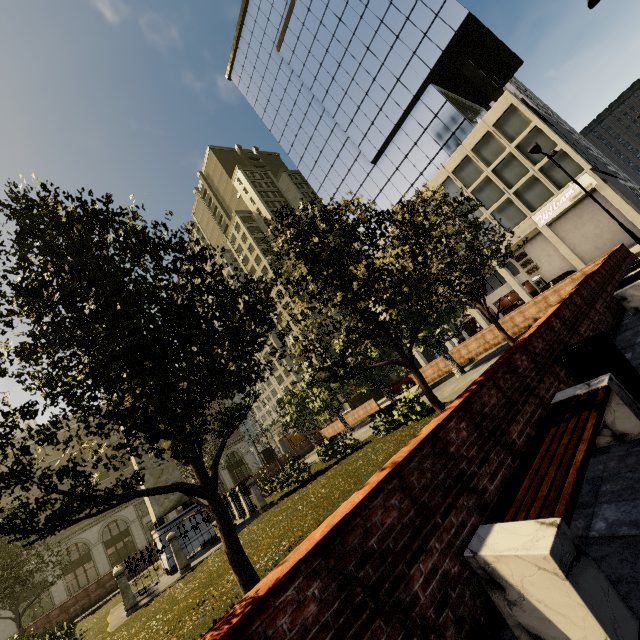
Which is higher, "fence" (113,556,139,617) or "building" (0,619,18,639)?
"building" (0,619,18,639)

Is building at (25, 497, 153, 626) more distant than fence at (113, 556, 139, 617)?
Yes

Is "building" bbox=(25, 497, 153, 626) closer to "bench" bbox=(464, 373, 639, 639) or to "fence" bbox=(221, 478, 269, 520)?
"fence" bbox=(221, 478, 269, 520)

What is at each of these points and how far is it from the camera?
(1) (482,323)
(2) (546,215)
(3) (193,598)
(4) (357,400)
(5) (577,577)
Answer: (1) building, 35.0m
(2) sign, 28.4m
(3) plant, 7.4m
(4) building, 52.0m
(5) bench, 1.7m

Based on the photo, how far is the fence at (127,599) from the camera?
10.16m

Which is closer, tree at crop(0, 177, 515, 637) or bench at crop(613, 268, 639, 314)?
tree at crop(0, 177, 515, 637)

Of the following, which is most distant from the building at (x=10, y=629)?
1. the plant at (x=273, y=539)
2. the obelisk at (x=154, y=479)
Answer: the obelisk at (x=154, y=479)

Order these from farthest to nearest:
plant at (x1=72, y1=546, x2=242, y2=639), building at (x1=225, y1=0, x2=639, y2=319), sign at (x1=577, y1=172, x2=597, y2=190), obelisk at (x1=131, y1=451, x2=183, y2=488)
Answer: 1. building at (x1=225, y1=0, x2=639, y2=319)
2. sign at (x1=577, y1=172, x2=597, y2=190)
3. obelisk at (x1=131, y1=451, x2=183, y2=488)
4. plant at (x1=72, y1=546, x2=242, y2=639)
